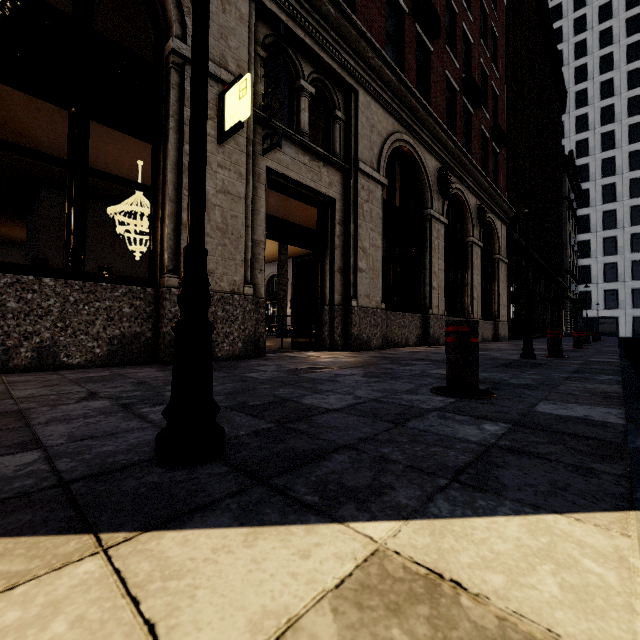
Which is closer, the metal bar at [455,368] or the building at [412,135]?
the metal bar at [455,368]

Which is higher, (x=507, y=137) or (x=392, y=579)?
(x=507, y=137)

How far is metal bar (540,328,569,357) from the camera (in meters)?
6.00

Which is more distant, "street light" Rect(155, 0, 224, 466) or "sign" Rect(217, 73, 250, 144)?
"sign" Rect(217, 73, 250, 144)

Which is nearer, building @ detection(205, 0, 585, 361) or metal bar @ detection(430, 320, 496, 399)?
metal bar @ detection(430, 320, 496, 399)

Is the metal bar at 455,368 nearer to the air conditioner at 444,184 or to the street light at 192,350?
the street light at 192,350

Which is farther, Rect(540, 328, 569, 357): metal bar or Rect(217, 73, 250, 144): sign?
Rect(540, 328, 569, 357): metal bar

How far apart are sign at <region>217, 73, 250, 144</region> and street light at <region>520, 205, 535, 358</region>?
4.8 meters
